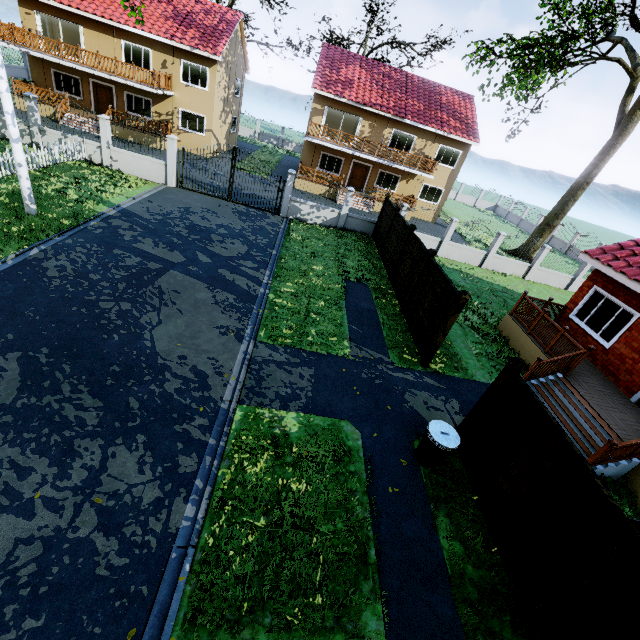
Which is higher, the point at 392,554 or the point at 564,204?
the point at 564,204

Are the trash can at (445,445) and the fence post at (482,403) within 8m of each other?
yes

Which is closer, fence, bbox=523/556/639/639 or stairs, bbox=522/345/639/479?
fence, bbox=523/556/639/639

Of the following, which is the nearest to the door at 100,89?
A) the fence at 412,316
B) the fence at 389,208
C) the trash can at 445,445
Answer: the fence at 389,208

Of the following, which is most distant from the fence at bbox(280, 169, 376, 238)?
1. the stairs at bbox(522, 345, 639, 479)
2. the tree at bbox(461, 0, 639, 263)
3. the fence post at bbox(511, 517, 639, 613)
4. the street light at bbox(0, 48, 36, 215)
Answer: the stairs at bbox(522, 345, 639, 479)

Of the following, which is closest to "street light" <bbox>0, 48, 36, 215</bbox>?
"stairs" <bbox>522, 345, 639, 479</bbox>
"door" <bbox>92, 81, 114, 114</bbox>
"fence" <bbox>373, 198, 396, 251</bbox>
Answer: "fence" <bbox>373, 198, 396, 251</bbox>

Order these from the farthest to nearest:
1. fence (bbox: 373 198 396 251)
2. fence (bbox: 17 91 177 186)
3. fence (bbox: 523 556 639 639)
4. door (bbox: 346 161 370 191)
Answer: door (bbox: 346 161 370 191)
fence (bbox: 373 198 396 251)
fence (bbox: 17 91 177 186)
fence (bbox: 523 556 639 639)

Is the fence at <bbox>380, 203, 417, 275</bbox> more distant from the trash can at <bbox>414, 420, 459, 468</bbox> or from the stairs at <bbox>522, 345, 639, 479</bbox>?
the stairs at <bbox>522, 345, 639, 479</bbox>
